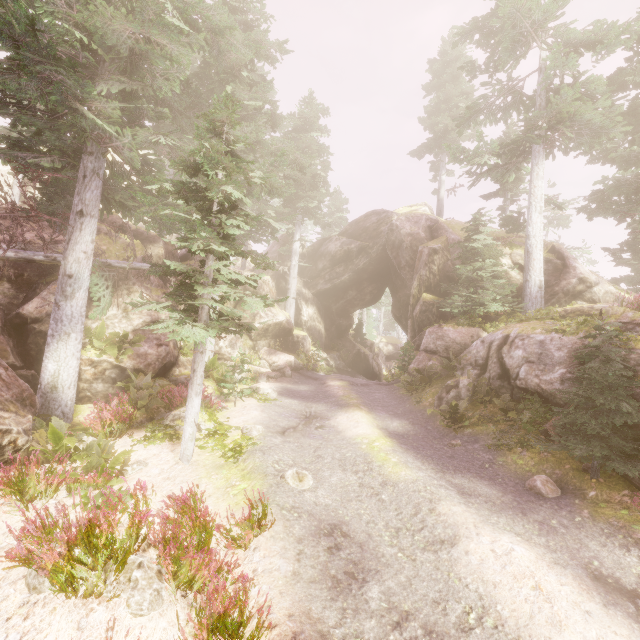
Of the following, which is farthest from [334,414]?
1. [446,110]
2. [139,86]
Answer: [446,110]

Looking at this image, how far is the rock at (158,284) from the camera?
15.6 meters

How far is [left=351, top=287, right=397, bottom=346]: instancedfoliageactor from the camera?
38.0m

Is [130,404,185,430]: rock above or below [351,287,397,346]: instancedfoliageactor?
below

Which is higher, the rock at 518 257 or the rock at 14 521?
the rock at 518 257

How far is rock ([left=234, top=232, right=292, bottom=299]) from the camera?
23.1 meters

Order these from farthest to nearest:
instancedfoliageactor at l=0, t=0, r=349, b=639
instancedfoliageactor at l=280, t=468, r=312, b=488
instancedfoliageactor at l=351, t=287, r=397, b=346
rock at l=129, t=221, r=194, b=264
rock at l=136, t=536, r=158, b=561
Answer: instancedfoliageactor at l=351, t=287, r=397, b=346 < rock at l=129, t=221, r=194, b=264 < instancedfoliageactor at l=280, t=468, r=312, b=488 < rock at l=136, t=536, r=158, b=561 < instancedfoliageactor at l=0, t=0, r=349, b=639
